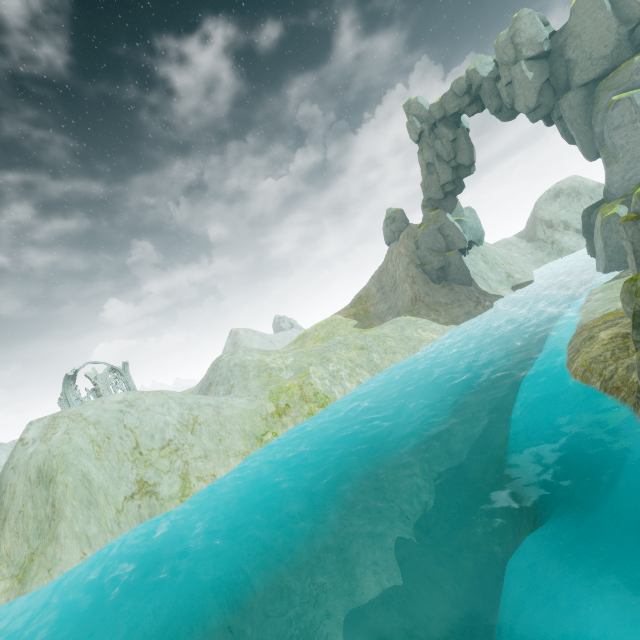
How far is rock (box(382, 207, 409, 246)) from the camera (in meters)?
50.66

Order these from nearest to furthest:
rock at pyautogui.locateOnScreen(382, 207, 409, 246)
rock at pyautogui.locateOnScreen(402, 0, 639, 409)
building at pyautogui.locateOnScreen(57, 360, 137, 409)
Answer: rock at pyautogui.locateOnScreen(402, 0, 639, 409) → building at pyautogui.locateOnScreen(57, 360, 137, 409) → rock at pyautogui.locateOnScreen(382, 207, 409, 246)

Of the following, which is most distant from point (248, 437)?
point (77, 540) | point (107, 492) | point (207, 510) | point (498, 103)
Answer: point (498, 103)

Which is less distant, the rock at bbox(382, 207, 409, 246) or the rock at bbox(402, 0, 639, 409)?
the rock at bbox(402, 0, 639, 409)

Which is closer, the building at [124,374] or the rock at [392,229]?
the building at [124,374]

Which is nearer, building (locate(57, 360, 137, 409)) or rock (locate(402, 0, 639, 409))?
rock (locate(402, 0, 639, 409))
